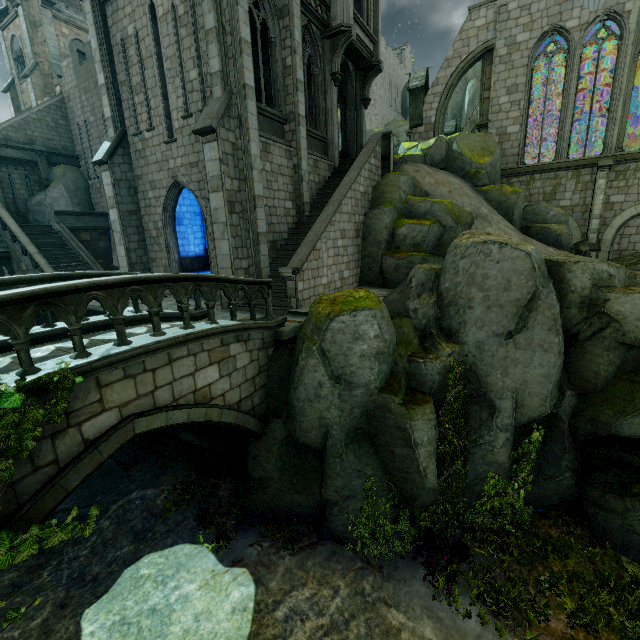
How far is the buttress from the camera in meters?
29.7 m

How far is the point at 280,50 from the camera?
12.83m

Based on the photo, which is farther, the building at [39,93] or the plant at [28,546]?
the building at [39,93]

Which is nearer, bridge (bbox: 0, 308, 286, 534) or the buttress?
bridge (bbox: 0, 308, 286, 534)

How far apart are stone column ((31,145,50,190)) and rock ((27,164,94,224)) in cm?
0

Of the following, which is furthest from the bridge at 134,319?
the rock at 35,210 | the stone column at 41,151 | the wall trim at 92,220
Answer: the stone column at 41,151

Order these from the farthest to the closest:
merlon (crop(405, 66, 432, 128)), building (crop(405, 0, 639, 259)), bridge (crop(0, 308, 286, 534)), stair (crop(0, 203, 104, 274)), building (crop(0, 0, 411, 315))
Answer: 1. merlon (crop(405, 66, 432, 128))
2. building (crop(405, 0, 639, 259))
3. stair (crop(0, 203, 104, 274))
4. building (crop(0, 0, 411, 315))
5. bridge (crop(0, 308, 286, 534))

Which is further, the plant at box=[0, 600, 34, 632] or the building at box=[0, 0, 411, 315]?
the building at box=[0, 0, 411, 315]
